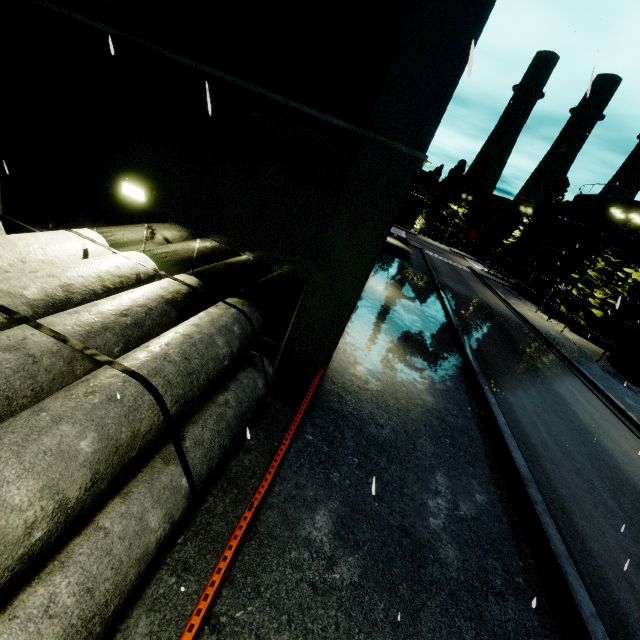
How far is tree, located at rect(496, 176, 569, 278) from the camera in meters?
42.4 m

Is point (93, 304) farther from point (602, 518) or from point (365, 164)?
point (602, 518)

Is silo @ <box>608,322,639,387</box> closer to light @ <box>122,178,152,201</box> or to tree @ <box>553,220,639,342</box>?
tree @ <box>553,220,639,342</box>

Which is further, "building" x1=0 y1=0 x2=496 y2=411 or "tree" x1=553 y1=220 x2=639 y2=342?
"tree" x1=553 y1=220 x2=639 y2=342

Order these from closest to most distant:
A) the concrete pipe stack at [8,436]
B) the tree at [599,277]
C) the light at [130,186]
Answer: the concrete pipe stack at [8,436] → the light at [130,186] → the tree at [599,277]

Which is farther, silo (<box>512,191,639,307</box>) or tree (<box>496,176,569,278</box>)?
tree (<box>496,176,569,278</box>)

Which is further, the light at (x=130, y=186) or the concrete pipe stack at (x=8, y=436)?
the light at (x=130, y=186)

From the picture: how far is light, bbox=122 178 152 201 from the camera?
5.9 meters
